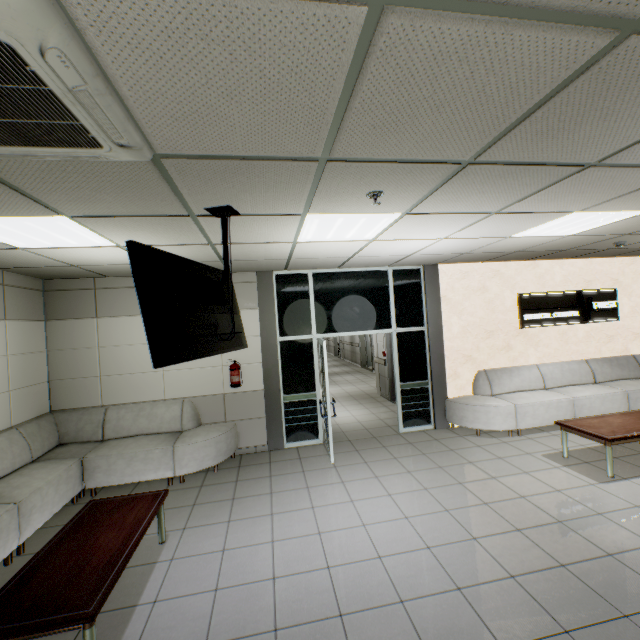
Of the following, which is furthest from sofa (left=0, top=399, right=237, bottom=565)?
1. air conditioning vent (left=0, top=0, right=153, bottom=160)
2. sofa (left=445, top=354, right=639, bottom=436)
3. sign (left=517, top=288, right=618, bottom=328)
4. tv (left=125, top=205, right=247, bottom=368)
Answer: sign (left=517, top=288, right=618, bottom=328)

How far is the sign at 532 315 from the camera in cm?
673

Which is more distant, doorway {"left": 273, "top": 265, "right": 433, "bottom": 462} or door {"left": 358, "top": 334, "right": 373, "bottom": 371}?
door {"left": 358, "top": 334, "right": 373, "bottom": 371}

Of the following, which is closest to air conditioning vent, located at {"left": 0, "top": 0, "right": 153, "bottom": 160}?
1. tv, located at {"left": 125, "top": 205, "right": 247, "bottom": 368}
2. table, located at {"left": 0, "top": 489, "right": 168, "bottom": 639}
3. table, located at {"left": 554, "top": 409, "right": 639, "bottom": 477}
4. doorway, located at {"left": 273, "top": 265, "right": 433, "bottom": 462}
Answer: tv, located at {"left": 125, "top": 205, "right": 247, "bottom": 368}

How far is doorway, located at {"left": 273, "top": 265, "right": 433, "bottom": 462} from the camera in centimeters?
599cm

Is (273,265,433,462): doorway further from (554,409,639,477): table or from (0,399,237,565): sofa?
(554,409,639,477): table

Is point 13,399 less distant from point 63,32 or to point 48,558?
point 48,558

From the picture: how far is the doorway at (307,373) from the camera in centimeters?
599cm
